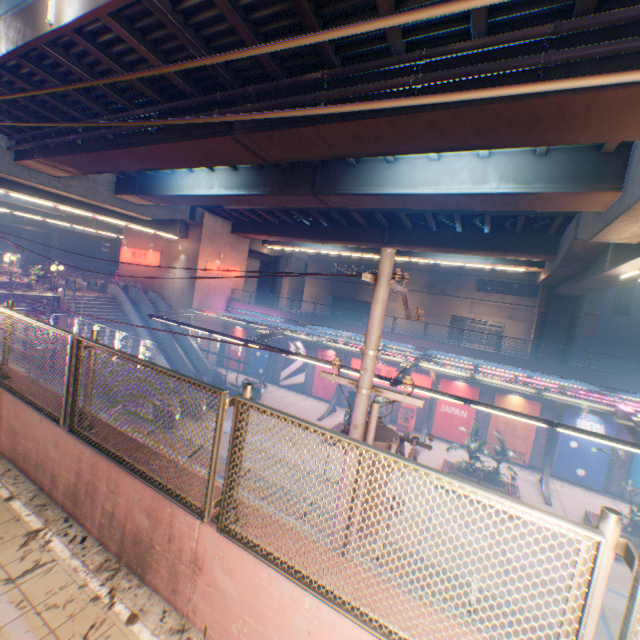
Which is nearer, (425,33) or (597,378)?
(425,33)

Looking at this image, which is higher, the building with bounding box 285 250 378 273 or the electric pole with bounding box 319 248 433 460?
the building with bounding box 285 250 378 273

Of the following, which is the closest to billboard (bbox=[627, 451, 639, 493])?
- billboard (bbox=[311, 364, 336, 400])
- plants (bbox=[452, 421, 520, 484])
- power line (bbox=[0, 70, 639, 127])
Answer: plants (bbox=[452, 421, 520, 484])

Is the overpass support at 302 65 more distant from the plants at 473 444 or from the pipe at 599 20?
the plants at 473 444

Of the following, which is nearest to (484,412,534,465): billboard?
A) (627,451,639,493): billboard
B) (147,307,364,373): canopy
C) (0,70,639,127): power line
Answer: (147,307,364,373): canopy

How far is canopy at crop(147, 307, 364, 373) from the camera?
15.0 meters

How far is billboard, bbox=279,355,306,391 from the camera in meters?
29.2 m

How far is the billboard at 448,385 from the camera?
22.5m
